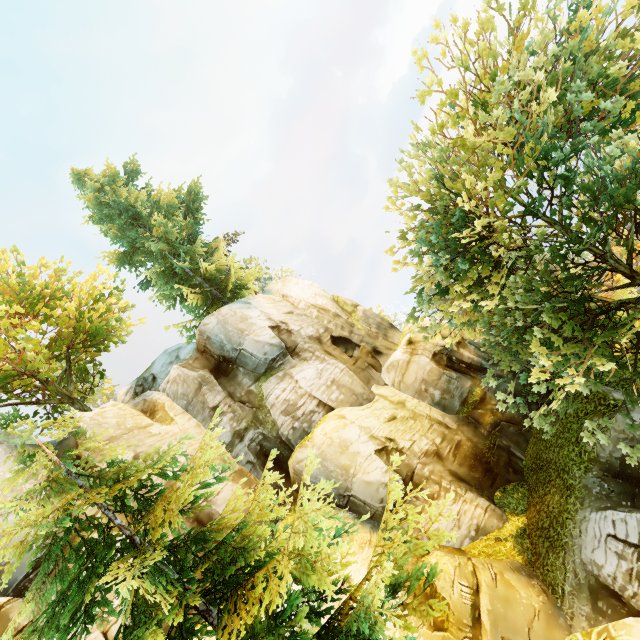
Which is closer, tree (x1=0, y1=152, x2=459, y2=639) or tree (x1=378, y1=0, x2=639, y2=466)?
tree (x1=0, y1=152, x2=459, y2=639)

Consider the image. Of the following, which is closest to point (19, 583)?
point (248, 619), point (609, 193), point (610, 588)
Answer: point (248, 619)

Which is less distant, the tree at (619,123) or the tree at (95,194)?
the tree at (95,194)
